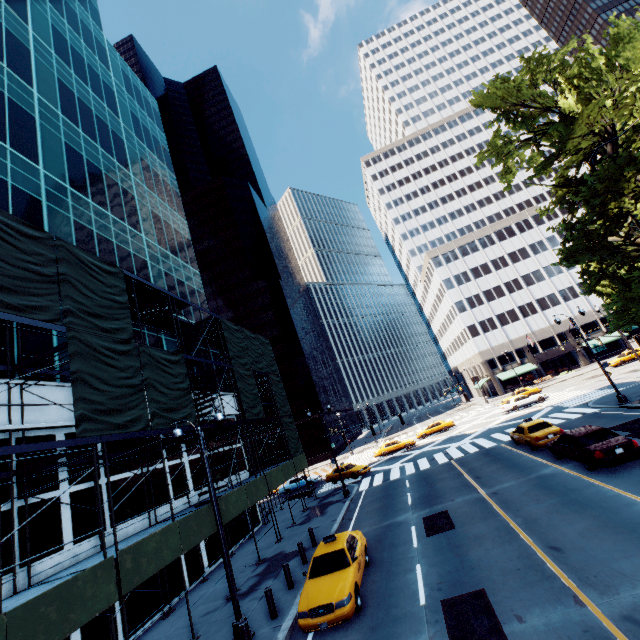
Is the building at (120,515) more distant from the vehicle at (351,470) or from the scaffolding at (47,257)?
the vehicle at (351,470)

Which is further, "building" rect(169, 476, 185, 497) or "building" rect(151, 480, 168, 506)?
"building" rect(169, 476, 185, 497)

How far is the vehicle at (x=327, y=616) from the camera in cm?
940

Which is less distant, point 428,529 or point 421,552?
point 421,552

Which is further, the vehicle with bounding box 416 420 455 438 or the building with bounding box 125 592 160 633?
the vehicle with bounding box 416 420 455 438

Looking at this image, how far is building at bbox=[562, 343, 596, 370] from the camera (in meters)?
59.00

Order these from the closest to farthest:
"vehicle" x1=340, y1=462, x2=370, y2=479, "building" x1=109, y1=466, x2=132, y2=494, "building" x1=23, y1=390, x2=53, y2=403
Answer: "building" x1=23, y1=390, x2=53, y2=403 → "building" x1=109, y1=466, x2=132, y2=494 → "vehicle" x1=340, y1=462, x2=370, y2=479

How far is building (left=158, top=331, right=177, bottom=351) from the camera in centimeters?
2308cm
